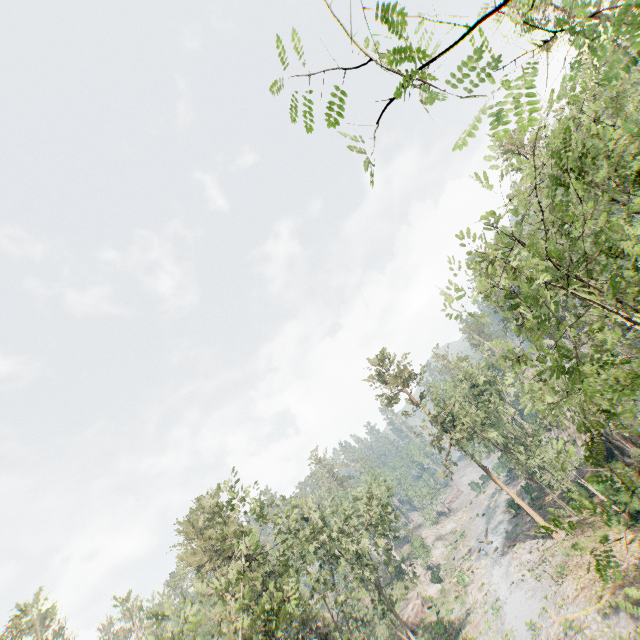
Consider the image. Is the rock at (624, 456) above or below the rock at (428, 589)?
above

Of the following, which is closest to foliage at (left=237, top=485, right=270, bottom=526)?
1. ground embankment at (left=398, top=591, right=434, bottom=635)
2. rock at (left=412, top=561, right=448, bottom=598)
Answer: ground embankment at (left=398, top=591, right=434, bottom=635)

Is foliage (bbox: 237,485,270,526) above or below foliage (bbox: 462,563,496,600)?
above

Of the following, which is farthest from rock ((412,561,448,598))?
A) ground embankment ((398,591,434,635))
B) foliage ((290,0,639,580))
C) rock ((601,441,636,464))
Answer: rock ((601,441,636,464))

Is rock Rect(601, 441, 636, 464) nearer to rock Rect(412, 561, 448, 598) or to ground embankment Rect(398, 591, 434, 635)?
rock Rect(412, 561, 448, 598)

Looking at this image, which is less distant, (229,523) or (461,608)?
(229,523)

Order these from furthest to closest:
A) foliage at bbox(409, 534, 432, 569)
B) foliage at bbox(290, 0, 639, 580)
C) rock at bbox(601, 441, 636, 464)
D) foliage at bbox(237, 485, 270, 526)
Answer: foliage at bbox(409, 534, 432, 569) < rock at bbox(601, 441, 636, 464) < foliage at bbox(237, 485, 270, 526) < foliage at bbox(290, 0, 639, 580)

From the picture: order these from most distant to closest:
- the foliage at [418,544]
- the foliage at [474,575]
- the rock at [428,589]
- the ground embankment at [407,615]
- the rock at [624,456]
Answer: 1. the foliage at [418,544]
2. the rock at [428,589]
3. the ground embankment at [407,615]
4. the foliage at [474,575]
5. the rock at [624,456]
